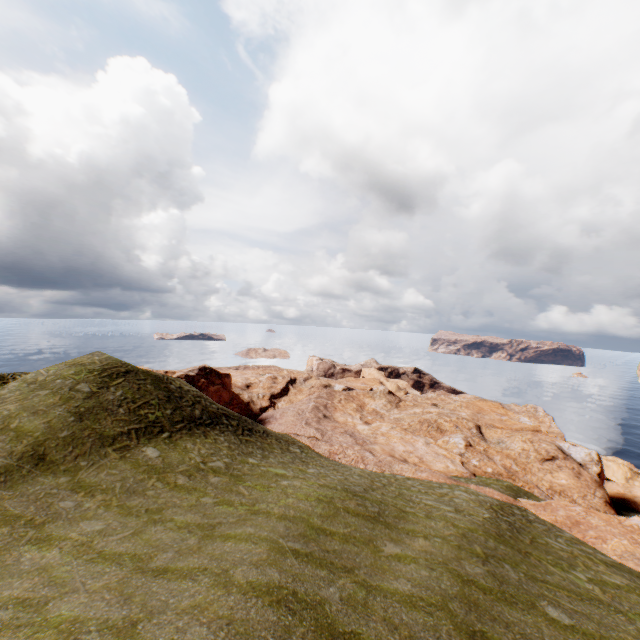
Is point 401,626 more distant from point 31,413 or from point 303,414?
point 303,414
